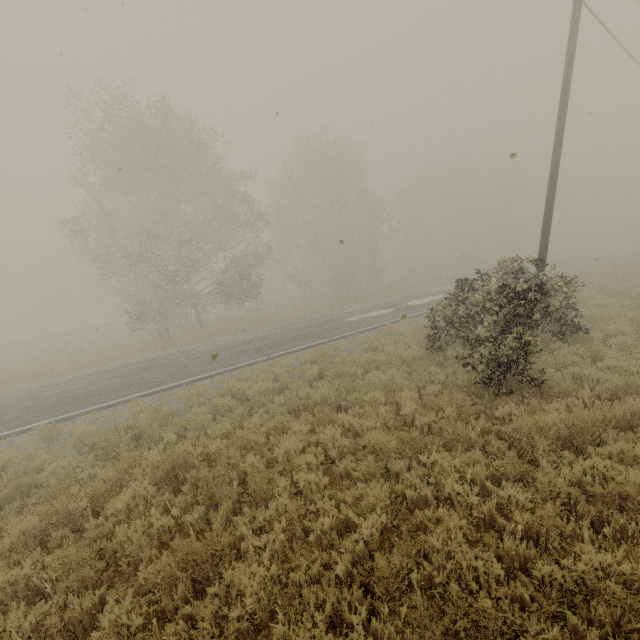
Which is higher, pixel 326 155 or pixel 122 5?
pixel 326 155
